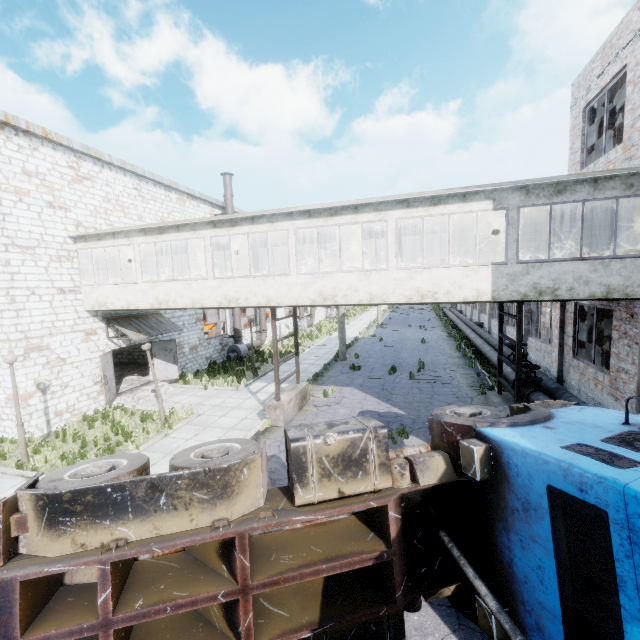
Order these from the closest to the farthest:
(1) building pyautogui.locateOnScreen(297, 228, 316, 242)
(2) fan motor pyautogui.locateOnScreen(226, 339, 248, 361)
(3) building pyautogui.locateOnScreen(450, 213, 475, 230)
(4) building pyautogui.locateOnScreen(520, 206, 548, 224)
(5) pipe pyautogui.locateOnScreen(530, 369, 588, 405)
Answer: (5) pipe pyautogui.locateOnScreen(530, 369, 588, 405), (4) building pyautogui.locateOnScreen(520, 206, 548, 224), (3) building pyautogui.locateOnScreen(450, 213, 475, 230), (1) building pyautogui.locateOnScreen(297, 228, 316, 242), (2) fan motor pyautogui.locateOnScreen(226, 339, 248, 361)

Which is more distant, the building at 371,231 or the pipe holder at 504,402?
the building at 371,231

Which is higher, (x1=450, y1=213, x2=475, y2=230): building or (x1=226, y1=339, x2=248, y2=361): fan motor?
(x1=450, y1=213, x2=475, y2=230): building

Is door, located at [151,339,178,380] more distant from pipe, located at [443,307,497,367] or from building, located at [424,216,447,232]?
pipe, located at [443,307,497,367]

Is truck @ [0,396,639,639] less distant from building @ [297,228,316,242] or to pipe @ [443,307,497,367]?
building @ [297,228,316,242]

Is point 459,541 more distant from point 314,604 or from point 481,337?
point 481,337

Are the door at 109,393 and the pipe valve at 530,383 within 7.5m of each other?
no

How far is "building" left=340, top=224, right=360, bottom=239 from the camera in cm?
1329
